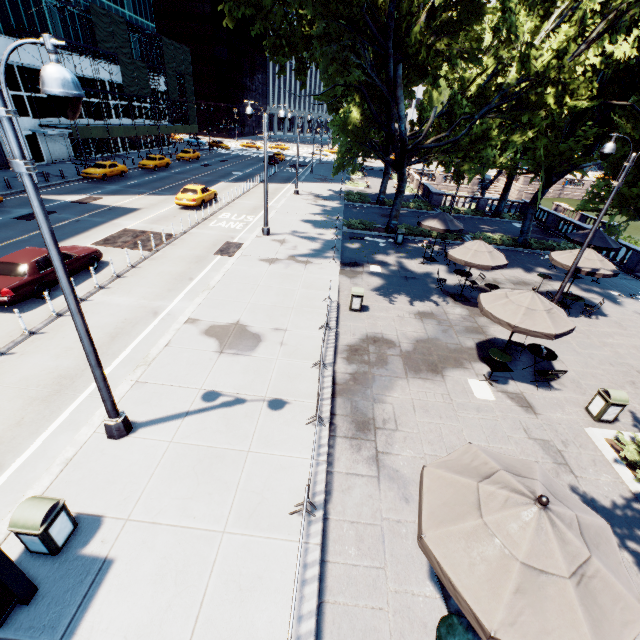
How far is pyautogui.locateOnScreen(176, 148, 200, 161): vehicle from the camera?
47.50m

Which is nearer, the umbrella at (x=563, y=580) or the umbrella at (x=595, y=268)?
the umbrella at (x=563, y=580)

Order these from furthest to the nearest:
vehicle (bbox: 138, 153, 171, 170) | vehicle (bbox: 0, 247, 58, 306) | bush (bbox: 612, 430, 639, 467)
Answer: vehicle (bbox: 138, 153, 171, 170)
vehicle (bbox: 0, 247, 58, 306)
bush (bbox: 612, 430, 639, 467)

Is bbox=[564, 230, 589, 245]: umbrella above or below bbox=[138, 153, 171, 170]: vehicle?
above

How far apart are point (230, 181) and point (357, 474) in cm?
3815

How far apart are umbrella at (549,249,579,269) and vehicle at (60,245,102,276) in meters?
21.8

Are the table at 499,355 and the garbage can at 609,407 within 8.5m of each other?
yes

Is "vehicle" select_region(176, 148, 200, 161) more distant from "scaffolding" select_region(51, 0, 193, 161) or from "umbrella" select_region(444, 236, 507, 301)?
"umbrella" select_region(444, 236, 507, 301)
